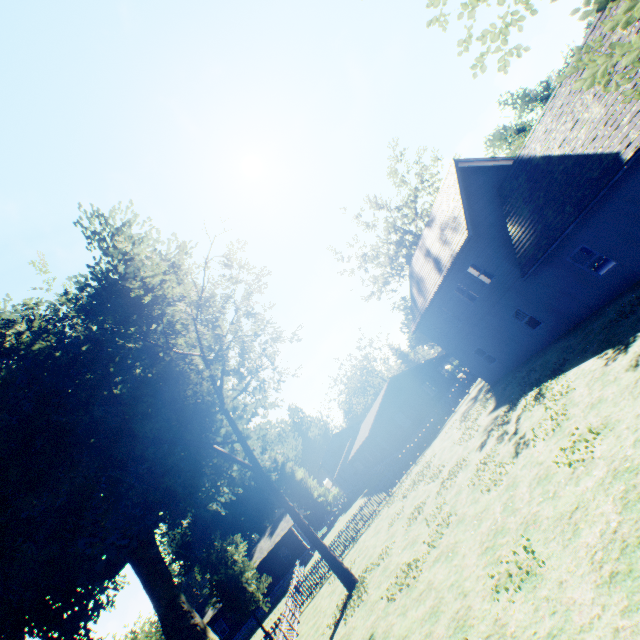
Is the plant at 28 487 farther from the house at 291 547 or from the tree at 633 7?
A: the tree at 633 7

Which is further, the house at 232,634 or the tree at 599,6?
the house at 232,634

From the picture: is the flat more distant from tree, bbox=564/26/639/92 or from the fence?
tree, bbox=564/26/639/92

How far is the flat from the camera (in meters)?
34.75

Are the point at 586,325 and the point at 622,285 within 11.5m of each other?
yes

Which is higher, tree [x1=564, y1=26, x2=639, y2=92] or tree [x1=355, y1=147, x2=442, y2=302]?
tree [x1=355, y1=147, x2=442, y2=302]

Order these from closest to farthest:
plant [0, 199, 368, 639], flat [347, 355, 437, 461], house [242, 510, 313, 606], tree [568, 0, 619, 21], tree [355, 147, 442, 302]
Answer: tree [568, 0, 619, 21], plant [0, 199, 368, 639], flat [347, 355, 437, 461], tree [355, 147, 442, 302], house [242, 510, 313, 606]

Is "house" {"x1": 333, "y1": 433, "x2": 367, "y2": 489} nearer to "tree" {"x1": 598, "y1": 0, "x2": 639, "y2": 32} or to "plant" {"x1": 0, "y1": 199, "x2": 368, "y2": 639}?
"plant" {"x1": 0, "y1": 199, "x2": 368, "y2": 639}
